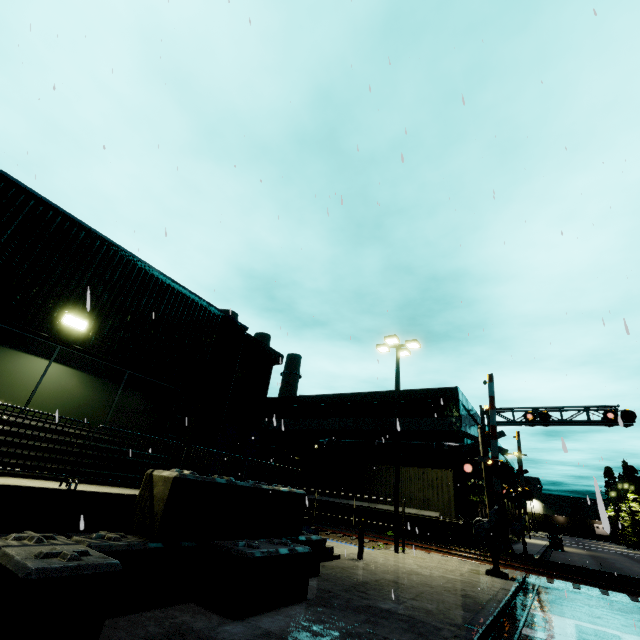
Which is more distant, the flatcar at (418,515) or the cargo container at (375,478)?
the cargo container at (375,478)

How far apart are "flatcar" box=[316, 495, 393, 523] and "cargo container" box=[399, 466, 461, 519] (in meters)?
0.01

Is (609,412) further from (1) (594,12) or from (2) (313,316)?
(1) (594,12)

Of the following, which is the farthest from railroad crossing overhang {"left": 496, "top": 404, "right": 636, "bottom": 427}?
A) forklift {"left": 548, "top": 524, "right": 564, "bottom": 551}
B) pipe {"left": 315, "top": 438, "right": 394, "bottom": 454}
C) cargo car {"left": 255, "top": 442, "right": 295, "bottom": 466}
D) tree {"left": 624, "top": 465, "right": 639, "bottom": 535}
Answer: Result: tree {"left": 624, "top": 465, "right": 639, "bottom": 535}

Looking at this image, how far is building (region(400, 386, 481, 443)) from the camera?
25.45m

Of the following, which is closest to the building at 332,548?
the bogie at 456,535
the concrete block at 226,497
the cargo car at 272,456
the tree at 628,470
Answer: the concrete block at 226,497

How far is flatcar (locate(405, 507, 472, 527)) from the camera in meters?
18.5 m

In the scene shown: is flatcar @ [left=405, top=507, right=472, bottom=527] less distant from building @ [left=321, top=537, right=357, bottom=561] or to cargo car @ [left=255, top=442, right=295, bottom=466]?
cargo car @ [left=255, top=442, right=295, bottom=466]
